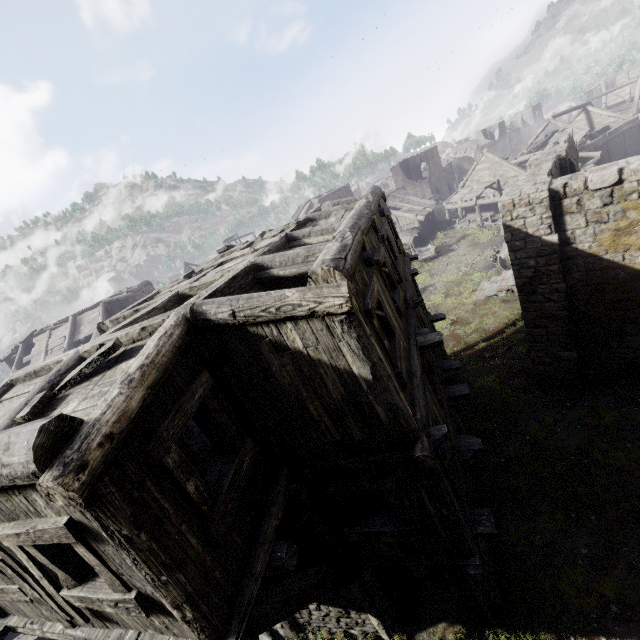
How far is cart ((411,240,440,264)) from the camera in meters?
30.5

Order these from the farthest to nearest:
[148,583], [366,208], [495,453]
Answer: [495,453] < [366,208] < [148,583]

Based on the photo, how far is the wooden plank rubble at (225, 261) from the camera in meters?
7.7 m

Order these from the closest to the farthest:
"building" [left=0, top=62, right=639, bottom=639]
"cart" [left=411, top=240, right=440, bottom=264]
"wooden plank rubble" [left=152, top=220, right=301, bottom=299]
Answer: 1. "building" [left=0, top=62, right=639, bottom=639]
2. "wooden plank rubble" [left=152, top=220, right=301, bottom=299]
3. "cart" [left=411, top=240, right=440, bottom=264]

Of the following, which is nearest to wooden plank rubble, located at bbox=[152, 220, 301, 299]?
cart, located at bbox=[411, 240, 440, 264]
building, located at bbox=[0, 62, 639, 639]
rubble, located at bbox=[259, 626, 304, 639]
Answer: building, located at bbox=[0, 62, 639, 639]

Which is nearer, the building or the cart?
the building

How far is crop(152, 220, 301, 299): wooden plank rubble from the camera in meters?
7.7

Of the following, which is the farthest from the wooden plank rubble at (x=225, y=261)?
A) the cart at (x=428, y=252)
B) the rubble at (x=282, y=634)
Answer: the cart at (x=428, y=252)
